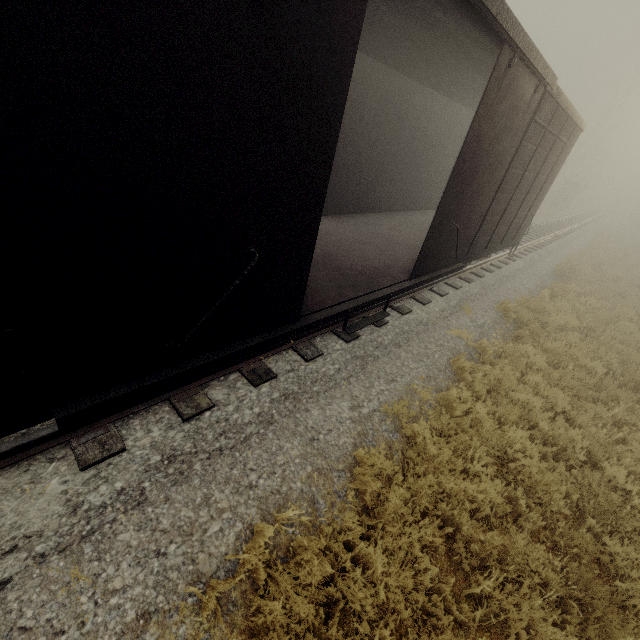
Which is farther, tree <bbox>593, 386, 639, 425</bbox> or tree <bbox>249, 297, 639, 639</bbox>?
tree <bbox>593, 386, 639, 425</bbox>

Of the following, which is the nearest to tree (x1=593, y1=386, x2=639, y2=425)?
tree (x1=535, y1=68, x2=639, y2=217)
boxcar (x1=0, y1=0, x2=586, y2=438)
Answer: boxcar (x1=0, y1=0, x2=586, y2=438)

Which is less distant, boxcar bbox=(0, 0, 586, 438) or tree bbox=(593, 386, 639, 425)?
boxcar bbox=(0, 0, 586, 438)

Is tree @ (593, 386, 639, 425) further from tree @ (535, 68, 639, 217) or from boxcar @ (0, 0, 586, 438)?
tree @ (535, 68, 639, 217)

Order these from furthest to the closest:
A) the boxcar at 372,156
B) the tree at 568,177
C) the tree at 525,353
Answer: the tree at 568,177
the tree at 525,353
the boxcar at 372,156

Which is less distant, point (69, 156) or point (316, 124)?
point (69, 156)

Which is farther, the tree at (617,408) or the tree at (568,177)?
the tree at (568,177)

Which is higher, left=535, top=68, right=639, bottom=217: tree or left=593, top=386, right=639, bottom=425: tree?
left=535, top=68, right=639, bottom=217: tree
